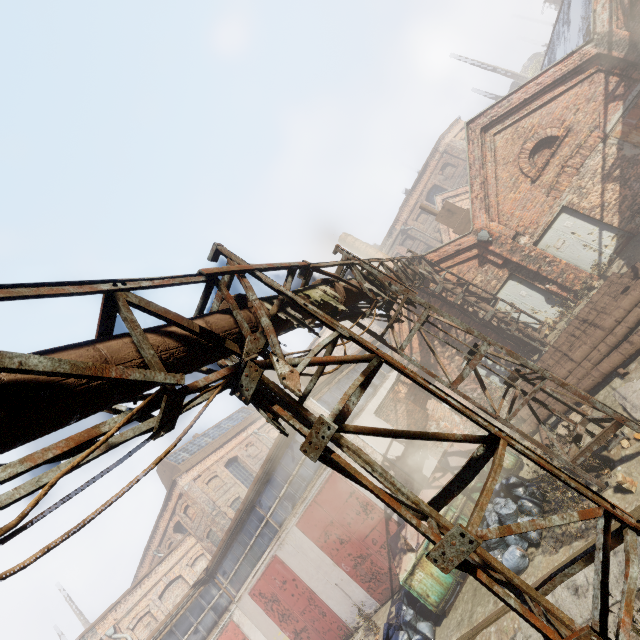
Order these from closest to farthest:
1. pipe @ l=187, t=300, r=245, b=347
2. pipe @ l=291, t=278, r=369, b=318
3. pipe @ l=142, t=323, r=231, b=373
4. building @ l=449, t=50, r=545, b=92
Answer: pipe @ l=142, t=323, r=231, b=373
pipe @ l=187, t=300, r=245, b=347
pipe @ l=291, t=278, r=369, b=318
building @ l=449, t=50, r=545, b=92

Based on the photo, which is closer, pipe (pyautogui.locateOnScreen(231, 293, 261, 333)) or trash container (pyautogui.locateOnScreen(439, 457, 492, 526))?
pipe (pyautogui.locateOnScreen(231, 293, 261, 333))

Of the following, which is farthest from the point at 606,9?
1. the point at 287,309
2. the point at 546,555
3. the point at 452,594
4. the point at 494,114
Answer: the point at 452,594

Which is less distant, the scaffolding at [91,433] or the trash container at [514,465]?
the scaffolding at [91,433]

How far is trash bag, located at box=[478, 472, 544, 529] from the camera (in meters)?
7.20

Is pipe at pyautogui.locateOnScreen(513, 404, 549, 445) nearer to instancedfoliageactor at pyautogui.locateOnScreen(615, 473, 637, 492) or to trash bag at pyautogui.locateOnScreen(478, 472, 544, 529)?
trash bag at pyautogui.locateOnScreen(478, 472, 544, 529)

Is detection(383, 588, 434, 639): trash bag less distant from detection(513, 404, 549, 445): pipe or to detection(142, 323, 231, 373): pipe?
detection(513, 404, 549, 445): pipe

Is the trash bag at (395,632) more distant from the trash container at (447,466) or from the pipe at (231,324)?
the pipe at (231,324)
